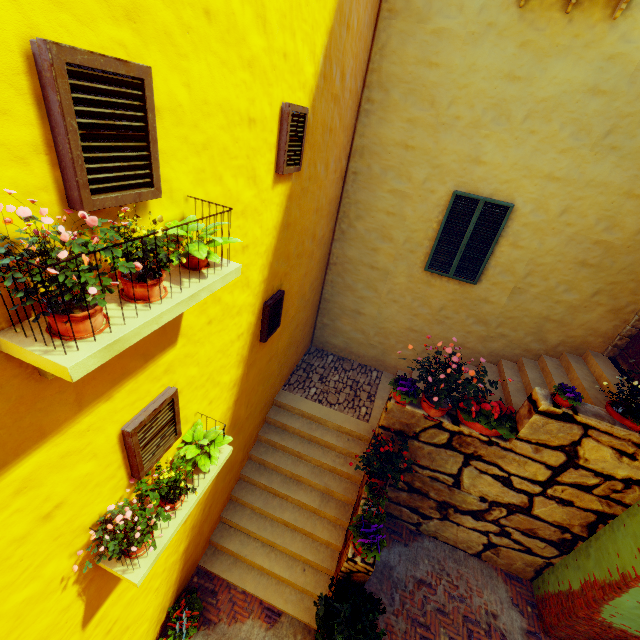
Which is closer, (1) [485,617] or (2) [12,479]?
(2) [12,479]

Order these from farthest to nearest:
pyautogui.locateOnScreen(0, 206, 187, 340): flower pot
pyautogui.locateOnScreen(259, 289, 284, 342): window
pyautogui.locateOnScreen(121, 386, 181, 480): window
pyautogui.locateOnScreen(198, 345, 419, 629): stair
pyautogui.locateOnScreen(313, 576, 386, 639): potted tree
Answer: pyautogui.locateOnScreen(198, 345, 419, 629): stair < pyautogui.locateOnScreen(259, 289, 284, 342): window < pyautogui.locateOnScreen(313, 576, 386, 639): potted tree < pyautogui.locateOnScreen(121, 386, 181, 480): window < pyautogui.locateOnScreen(0, 206, 187, 340): flower pot

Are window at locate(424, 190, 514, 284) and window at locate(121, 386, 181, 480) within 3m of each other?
no

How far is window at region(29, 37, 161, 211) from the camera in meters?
1.4 m

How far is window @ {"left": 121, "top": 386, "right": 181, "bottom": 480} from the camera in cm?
274

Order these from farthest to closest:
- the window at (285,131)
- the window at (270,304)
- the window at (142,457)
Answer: the window at (270,304) → the window at (285,131) → the window at (142,457)

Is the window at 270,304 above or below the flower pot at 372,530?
above

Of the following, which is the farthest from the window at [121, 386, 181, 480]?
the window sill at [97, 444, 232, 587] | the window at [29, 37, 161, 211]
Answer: the window at [29, 37, 161, 211]
